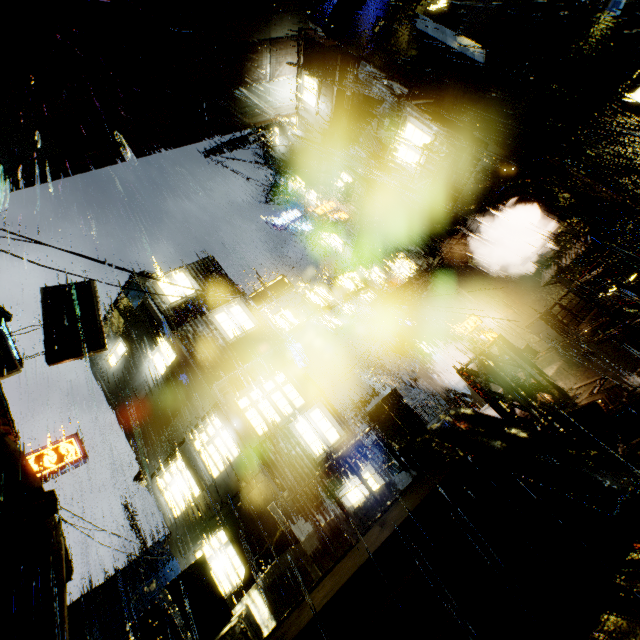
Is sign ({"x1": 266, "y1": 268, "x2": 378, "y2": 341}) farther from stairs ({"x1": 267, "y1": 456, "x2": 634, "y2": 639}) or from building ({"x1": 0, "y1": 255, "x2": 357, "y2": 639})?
stairs ({"x1": 267, "y1": 456, "x2": 634, "y2": 639})

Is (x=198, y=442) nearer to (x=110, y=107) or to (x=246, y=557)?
(x=246, y=557)

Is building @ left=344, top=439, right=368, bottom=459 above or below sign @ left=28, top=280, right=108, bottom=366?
below

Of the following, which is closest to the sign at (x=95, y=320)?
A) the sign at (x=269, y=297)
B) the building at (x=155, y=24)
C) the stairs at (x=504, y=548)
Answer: the building at (x=155, y=24)

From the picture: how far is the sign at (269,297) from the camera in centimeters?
1588cm

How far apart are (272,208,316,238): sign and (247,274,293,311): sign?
14.6 meters

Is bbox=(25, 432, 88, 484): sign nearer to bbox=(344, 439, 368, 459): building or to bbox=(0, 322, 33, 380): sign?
bbox=(344, 439, 368, 459): building

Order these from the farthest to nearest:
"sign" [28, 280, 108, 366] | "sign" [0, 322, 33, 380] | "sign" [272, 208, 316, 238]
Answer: "sign" [272, 208, 316, 238]
"sign" [28, 280, 108, 366]
"sign" [0, 322, 33, 380]
